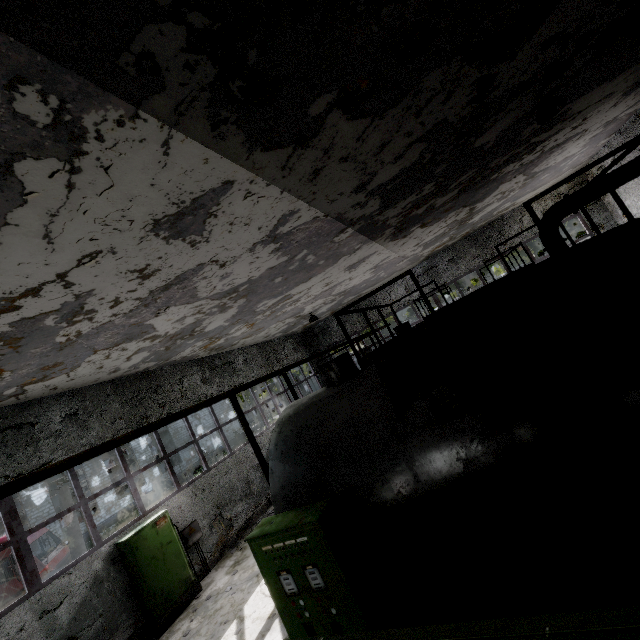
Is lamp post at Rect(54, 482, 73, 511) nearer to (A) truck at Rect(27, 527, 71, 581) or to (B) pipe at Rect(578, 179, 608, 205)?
(A) truck at Rect(27, 527, 71, 581)

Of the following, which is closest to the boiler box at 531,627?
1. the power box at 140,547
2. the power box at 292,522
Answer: the power box at 292,522

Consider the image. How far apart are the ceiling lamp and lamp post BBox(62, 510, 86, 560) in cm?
1887

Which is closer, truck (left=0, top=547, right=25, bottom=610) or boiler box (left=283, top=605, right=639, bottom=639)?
boiler box (left=283, top=605, right=639, bottom=639)

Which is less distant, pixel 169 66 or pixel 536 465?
pixel 169 66

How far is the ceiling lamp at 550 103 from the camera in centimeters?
593cm

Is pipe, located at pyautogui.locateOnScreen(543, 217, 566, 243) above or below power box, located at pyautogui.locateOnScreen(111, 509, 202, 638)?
above

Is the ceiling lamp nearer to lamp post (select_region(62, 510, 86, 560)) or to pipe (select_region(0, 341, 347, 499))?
pipe (select_region(0, 341, 347, 499))
